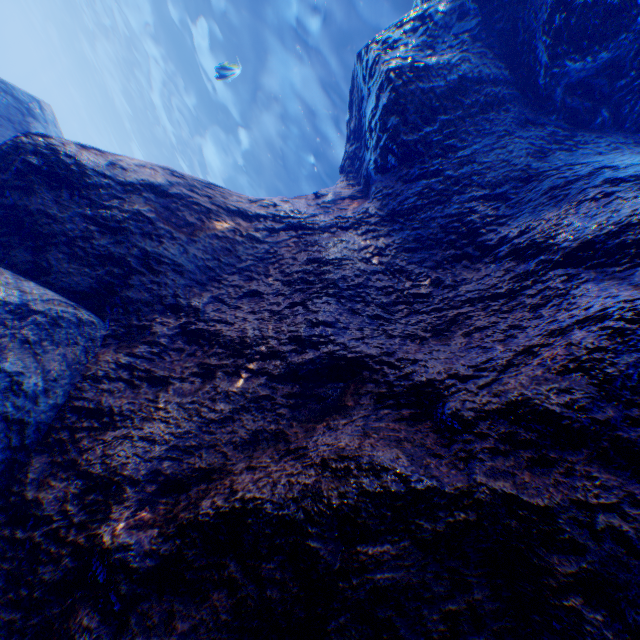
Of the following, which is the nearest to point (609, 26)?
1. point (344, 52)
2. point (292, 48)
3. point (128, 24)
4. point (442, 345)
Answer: point (442, 345)

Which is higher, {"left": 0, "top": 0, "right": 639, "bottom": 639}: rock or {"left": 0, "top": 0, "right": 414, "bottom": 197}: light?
{"left": 0, "top": 0, "right": 414, "bottom": 197}: light

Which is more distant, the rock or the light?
the light

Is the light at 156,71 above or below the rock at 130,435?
above

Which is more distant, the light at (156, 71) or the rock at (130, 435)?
the light at (156, 71)
